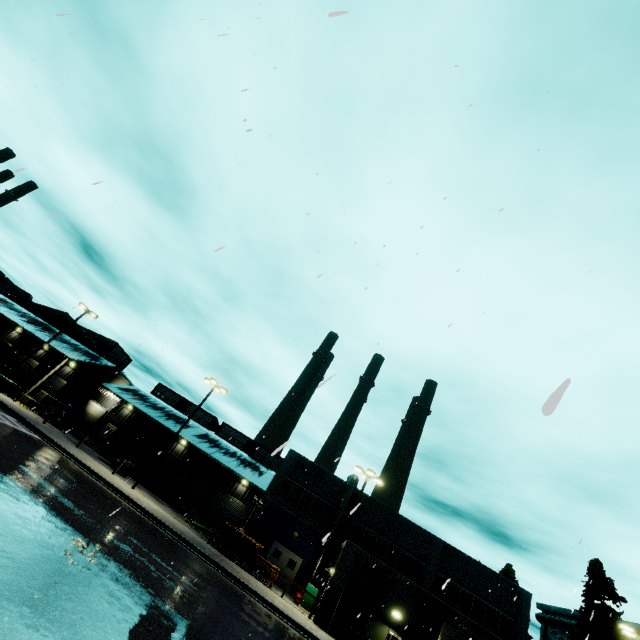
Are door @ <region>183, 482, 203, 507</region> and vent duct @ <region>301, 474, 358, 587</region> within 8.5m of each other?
yes

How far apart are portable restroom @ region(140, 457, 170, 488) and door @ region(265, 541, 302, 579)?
13.7m

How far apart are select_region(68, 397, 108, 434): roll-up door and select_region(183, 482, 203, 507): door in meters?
15.0 m

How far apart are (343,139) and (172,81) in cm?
1246

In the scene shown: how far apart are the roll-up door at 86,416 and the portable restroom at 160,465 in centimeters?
1179cm

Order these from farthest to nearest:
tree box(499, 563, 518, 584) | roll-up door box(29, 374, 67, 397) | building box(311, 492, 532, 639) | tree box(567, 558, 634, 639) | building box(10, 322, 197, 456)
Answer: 1. tree box(499, 563, 518, 584)
2. roll-up door box(29, 374, 67, 397)
3. building box(10, 322, 197, 456)
4. tree box(567, 558, 634, 639)
5. building box(311, 492, 532, 639)

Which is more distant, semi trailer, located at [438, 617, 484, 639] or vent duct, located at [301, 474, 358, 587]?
vent duct, located at [301, 474, 358, 587]

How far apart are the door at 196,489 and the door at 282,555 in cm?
1265
